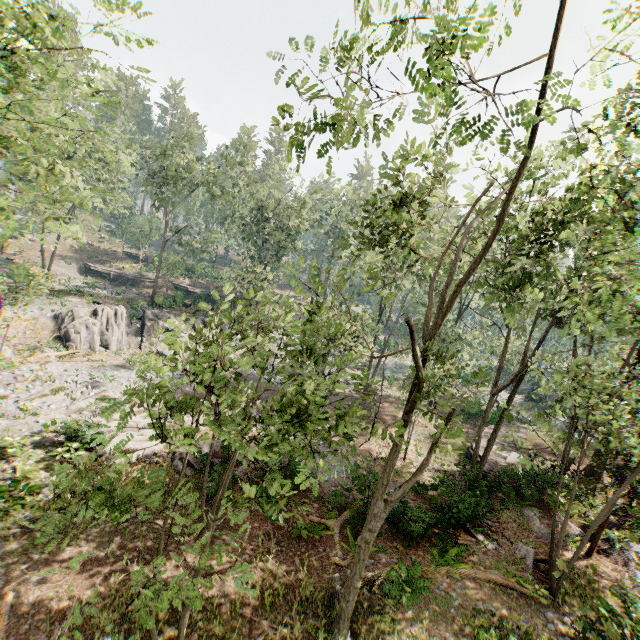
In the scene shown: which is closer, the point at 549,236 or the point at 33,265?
the point at 549,236

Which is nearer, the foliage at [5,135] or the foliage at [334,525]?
the foliage at [5,135]

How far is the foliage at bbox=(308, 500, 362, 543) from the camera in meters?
13.6 m

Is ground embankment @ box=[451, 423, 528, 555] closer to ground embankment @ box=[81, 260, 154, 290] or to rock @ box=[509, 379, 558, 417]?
Result: rock @ box=[509, 379, 558, 417]

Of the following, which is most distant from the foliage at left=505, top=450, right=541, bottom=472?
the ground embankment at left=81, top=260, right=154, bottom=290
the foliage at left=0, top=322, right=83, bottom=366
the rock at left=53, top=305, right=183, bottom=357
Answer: the ground embankment at left=81, top=260, right=154, bottom=290

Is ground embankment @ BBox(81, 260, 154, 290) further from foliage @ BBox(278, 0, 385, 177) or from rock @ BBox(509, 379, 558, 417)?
rock @ BBox(509, 379, 558, 417)

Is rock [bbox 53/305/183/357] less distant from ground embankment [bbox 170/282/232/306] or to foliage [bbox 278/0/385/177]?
foliage [bbox 278/0/385/177]

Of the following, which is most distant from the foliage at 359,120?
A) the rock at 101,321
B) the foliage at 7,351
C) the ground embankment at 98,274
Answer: the ground embankment at 98,274
